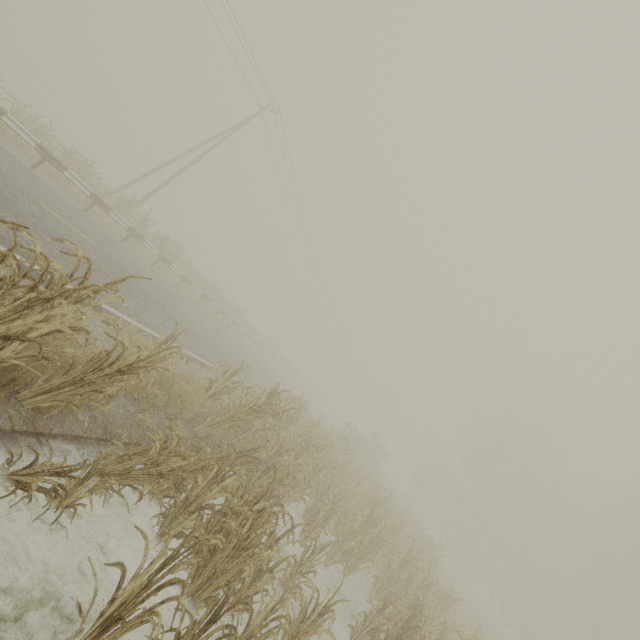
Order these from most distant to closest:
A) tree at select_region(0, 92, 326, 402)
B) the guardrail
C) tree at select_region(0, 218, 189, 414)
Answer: tree at select_region(0, 92, 326, 402), the guardrail, tree at select_region(0, 218, 189, 414)

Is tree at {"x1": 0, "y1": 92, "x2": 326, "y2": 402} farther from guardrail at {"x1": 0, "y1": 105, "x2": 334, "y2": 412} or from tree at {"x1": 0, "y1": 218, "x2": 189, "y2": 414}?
tree at {"x1": 0, "y1": 218, "x2": 189, "y2": 414}

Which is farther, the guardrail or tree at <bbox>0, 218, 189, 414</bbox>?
the guardrail

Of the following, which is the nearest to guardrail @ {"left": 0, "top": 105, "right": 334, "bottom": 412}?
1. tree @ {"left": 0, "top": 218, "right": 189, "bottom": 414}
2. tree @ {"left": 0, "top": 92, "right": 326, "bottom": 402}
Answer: tree @ {"left": 0, "top": 92, "right": 326, "bottom": 402}

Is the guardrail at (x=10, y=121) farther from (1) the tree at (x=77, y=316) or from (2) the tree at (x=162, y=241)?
(1) the tree at (x=77, y=316)

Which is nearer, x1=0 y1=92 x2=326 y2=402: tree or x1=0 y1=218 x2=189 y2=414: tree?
x1=0 y1=218 x2=189 y2=414: tree

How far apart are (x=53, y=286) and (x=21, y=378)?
1.6m
